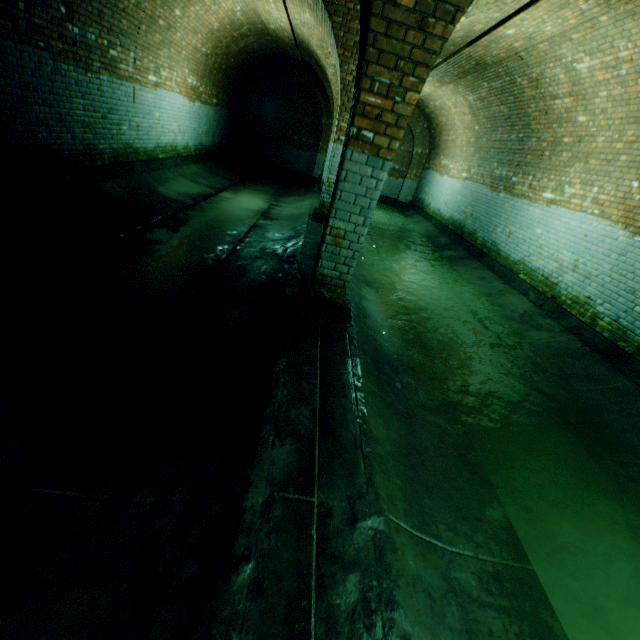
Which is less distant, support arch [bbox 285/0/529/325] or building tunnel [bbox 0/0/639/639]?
building tunnel [bbox 0/0/639/639]

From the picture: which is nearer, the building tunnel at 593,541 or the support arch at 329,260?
the building tunnel at 593,541

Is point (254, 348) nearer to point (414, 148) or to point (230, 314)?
point (230, 314)
